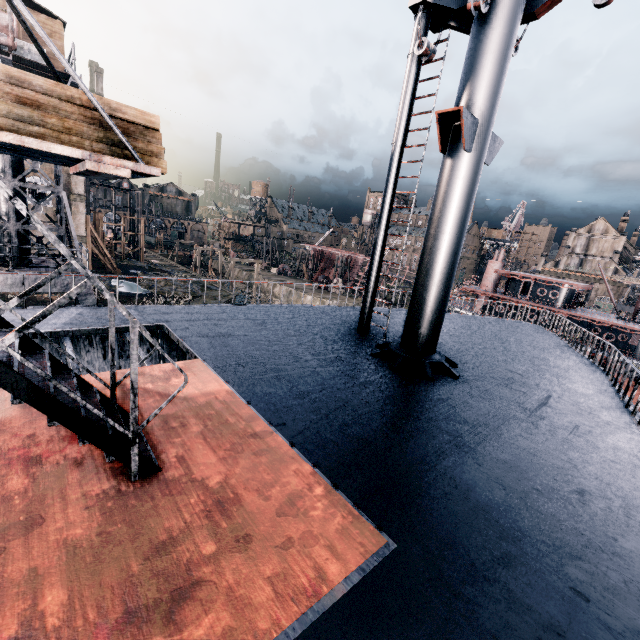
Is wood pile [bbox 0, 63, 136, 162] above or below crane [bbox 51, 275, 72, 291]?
above

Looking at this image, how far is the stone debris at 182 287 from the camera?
39.7 meters

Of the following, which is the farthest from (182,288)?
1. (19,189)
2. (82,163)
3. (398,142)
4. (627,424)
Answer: (627,424)

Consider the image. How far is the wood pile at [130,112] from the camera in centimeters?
729cm

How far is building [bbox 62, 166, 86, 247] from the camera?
34.7m

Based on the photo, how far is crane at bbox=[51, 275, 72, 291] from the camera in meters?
16.5

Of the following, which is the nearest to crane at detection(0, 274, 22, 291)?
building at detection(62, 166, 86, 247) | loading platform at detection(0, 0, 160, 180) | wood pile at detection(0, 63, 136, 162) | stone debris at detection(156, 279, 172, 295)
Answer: loading platform at detection(0, 0, 160, 180)

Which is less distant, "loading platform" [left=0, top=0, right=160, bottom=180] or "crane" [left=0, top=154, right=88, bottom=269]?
"loading platform" [left=0, top=0, right=160, bottom=180]
